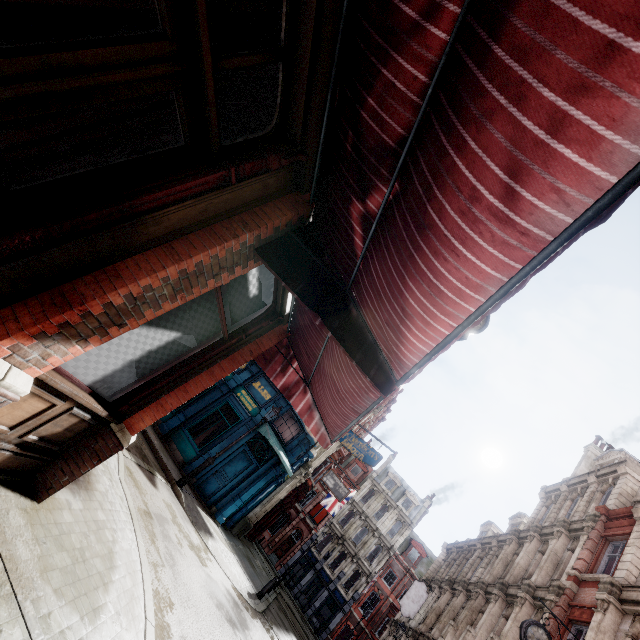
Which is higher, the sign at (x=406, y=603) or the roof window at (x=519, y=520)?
the roof window at (x=519, y=520)

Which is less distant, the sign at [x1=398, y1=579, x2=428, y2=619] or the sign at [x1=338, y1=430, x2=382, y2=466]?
the sign at [x1=338, y1=430, x2=382, y2=466]

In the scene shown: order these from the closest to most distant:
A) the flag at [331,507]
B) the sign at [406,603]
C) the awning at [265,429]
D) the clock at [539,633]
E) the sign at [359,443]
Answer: the clock at [539,633]
the awning at [265,429]
the sign at [359,443]
the sign at [406,603]
the flag at [331,507]

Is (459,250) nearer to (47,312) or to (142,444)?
(47,312)

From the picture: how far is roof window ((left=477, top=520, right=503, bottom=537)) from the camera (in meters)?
27.67

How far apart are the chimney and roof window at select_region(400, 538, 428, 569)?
25.5 meters

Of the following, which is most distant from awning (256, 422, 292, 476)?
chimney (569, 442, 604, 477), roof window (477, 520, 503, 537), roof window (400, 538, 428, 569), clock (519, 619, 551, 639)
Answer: roof window (400, 538, 428, 569)

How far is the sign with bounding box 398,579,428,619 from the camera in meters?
22.1 m
